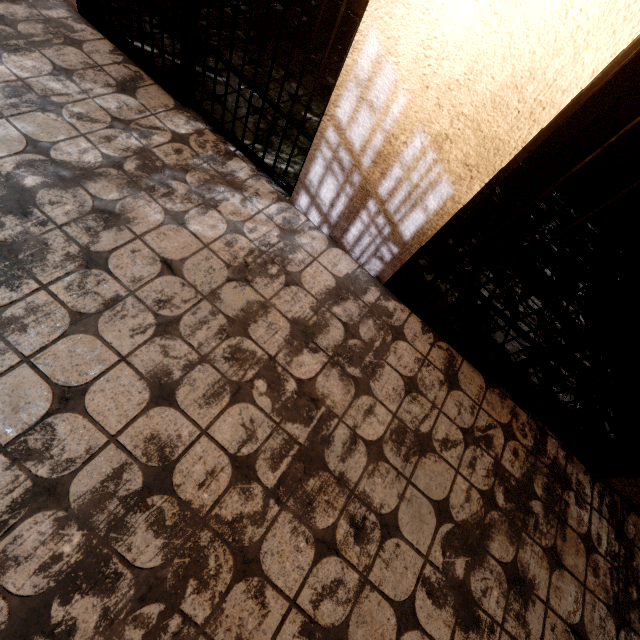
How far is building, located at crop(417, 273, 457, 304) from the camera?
2.4 meters

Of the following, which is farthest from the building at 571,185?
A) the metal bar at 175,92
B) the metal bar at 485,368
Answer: the metal bar at 175,92

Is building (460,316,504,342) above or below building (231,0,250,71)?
below

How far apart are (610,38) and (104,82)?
2.7m

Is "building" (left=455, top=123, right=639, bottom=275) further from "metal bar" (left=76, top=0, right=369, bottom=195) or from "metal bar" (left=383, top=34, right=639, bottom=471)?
"metal bar" (left=76, top=0, right=369, bottom=195)

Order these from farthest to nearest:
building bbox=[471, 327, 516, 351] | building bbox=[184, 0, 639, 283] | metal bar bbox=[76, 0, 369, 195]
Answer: building bbox=[471, 327, 516, 351] → metal bar bbox=[76, 0, 369, 195] → building bbox=[184, 0, 639, 283]

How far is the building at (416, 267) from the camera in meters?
2.4 m

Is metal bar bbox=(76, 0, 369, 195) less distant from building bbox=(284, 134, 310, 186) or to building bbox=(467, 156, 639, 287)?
building bbox=(284, 134, 310, 186)
